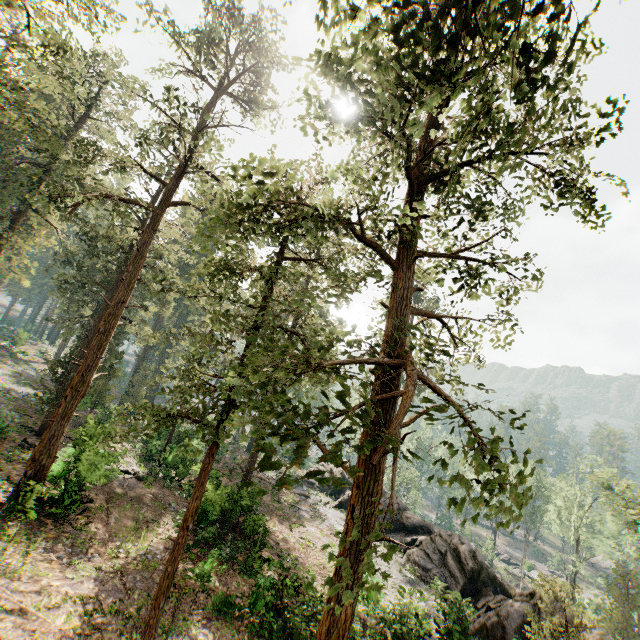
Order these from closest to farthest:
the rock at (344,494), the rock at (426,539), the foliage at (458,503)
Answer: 1. the foliage at (458,503)
2. the rock at (426,539)
3. the rock at (344,494)

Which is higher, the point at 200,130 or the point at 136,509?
the point at 200,130

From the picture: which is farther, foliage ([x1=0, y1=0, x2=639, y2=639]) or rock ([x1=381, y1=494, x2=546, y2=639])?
rock ([x1=381, y1=494, x2=546, y2=639])

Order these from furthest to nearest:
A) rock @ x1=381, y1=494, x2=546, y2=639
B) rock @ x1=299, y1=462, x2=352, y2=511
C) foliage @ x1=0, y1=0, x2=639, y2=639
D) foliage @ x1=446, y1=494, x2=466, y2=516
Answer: rock @ x1=299, y1=462, x2=352, y2=511, rock @ x1=381, y1=494, x2=546, y2=639, foliage @ x1=0, y1=0, x2=639, y2=639, foliage @ x1=446, y1=494, x2=466, y2=516

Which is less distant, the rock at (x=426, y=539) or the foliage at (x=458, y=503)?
the foliage at (x=458, y=503)
